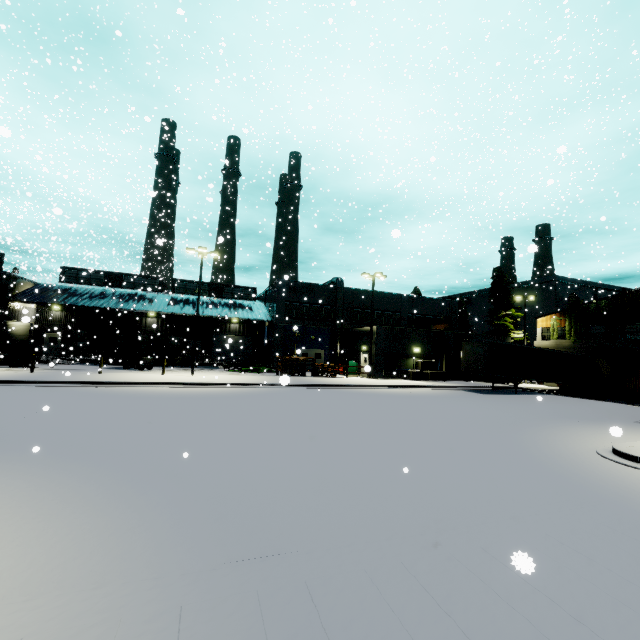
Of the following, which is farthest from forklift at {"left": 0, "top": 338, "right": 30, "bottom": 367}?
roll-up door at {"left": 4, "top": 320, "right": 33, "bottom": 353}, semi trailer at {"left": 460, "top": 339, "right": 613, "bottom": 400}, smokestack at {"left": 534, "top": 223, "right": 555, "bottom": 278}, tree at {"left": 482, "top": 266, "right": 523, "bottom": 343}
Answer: smokestack at {"left": 534, "top": 223, "right": 555, "bottom": 278}

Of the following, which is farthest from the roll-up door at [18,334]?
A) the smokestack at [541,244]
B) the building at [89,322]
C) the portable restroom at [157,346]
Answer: the smokestack at [541,244]

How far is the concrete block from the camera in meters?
30.2 m

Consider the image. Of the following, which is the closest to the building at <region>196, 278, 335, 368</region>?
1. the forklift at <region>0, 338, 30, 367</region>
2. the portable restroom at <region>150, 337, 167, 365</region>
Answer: the portable restroom at <region>150, 337, 167, 365</region>

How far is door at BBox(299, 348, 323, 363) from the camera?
36.16m

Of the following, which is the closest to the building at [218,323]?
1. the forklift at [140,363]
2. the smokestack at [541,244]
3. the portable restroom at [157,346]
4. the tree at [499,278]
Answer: the tree at [499,278]

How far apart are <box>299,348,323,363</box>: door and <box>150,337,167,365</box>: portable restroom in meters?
13.7

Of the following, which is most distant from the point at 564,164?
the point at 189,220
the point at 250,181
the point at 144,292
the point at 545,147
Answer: the point at 144,292
